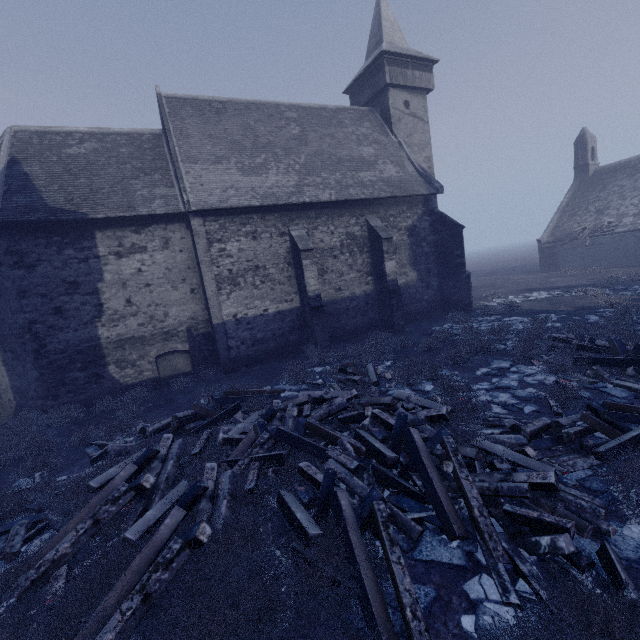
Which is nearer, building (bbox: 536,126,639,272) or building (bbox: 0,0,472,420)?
building (bbox: 0,0,472,420)

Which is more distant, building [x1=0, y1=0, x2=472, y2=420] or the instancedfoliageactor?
building [x1=0, y1=0, x2=472, y2=420]

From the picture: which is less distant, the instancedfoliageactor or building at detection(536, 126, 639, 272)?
the instancedfoliageactor

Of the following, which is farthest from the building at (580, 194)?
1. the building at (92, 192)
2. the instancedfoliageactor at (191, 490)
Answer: the building at (92, 192)

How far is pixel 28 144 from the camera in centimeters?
1311cm

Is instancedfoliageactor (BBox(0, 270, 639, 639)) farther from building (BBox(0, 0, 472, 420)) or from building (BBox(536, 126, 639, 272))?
building (BBox(536, 126, 639, 272))

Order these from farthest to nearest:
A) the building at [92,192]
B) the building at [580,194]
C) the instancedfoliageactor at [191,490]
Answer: the building at [580,194] → the building at [92,192] → the instancedfoliageactor at [191,490]
